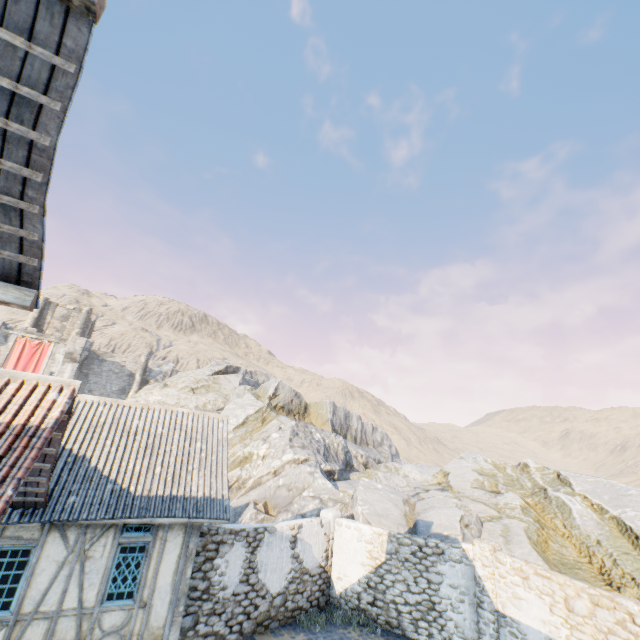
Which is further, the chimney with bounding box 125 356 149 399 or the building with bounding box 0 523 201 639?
the chimney with bounding box 125 356 149 399

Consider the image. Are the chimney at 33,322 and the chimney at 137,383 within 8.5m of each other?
no

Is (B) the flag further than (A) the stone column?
Yes

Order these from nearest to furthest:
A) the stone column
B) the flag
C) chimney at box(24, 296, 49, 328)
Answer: the stone column → the flag → chimney at box(24, 296, 49, 328)

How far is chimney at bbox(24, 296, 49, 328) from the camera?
38.66m

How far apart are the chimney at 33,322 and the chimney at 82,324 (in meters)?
3.19

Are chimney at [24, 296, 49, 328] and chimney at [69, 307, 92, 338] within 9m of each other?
yes

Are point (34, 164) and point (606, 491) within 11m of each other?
no
